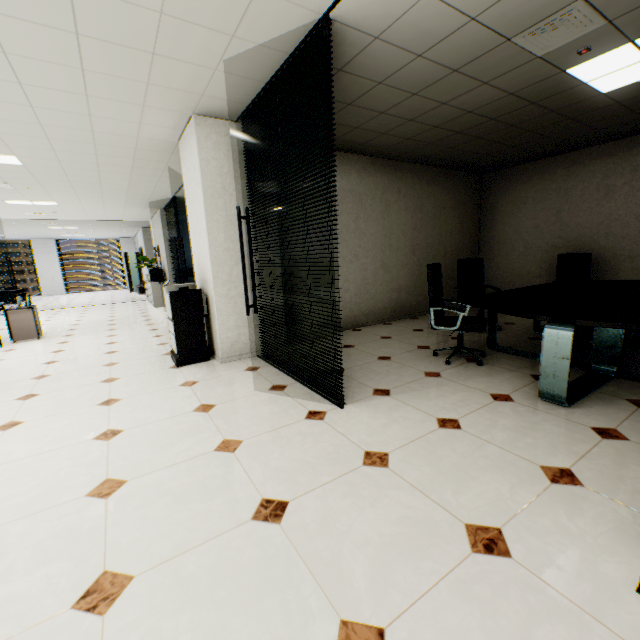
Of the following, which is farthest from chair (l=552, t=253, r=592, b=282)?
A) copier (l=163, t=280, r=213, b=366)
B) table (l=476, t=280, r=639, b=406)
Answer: copier (l=163, t=280, r=213, b=366)

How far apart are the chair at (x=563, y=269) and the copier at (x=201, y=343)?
5.6m

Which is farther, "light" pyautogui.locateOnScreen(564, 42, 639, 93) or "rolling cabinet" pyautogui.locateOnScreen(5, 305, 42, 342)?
"rolling cabinet" pyautogui.locateOnScreen(5, 305, 42, 342)

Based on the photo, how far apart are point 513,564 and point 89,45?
4.2m

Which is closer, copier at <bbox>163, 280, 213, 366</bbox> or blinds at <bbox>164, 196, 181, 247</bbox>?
copier at <bbox>163, 280, 213, 366</bbox>

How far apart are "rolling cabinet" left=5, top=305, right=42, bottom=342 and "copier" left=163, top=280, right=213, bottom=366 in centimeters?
375cm

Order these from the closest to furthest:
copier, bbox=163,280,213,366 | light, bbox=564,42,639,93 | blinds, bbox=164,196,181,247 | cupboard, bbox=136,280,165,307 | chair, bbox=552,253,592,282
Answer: light, bbox=564,42,639,93
copier, bbox=163,280,213,366
chair, bbox=552,253,592,282
blinds, bbox=164,196,181,247
cupboard, bbox=136,280,165,307

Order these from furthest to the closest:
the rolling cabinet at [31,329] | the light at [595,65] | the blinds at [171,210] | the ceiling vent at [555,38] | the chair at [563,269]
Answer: the blinds at [171,210]
the rolling cabinet at [31,329]
the chair at [563,269]
the light at [595,65]
the ceiling vent at [555,38]
